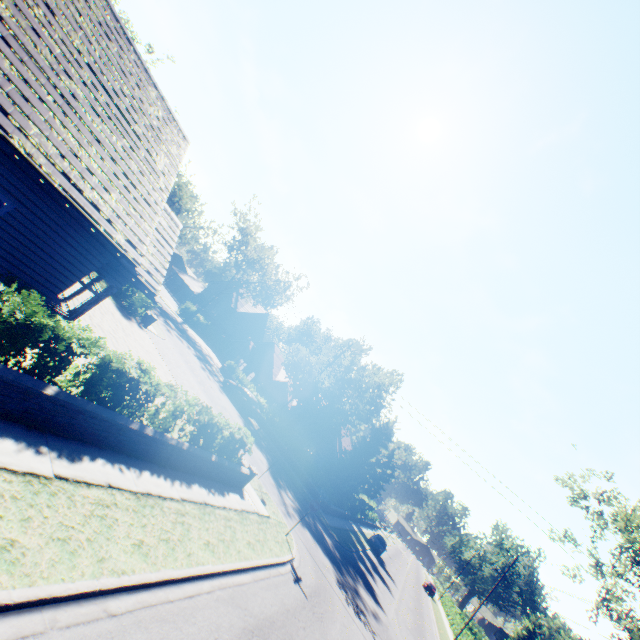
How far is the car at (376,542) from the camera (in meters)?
35.05

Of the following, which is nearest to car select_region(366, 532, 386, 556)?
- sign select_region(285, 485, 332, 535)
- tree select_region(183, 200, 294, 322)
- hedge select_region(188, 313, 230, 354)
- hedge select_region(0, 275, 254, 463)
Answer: tree select_region(183, 200, 294, 322)

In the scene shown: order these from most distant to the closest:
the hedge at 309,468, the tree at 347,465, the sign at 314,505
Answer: the tree at 347,465, the hedge at 309,468, the sign at 314,505

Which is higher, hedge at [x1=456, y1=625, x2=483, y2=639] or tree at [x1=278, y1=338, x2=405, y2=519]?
tree at [x1=278, y1=338, x2=405, y2=519]

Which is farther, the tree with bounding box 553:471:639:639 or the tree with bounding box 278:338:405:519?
the tree with bounding box 278:338:405:519

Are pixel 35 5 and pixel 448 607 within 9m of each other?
no

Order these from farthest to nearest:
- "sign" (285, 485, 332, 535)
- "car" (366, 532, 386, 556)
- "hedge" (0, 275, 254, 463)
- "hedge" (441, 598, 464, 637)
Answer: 1. "hedge" (441, 598, 464, 637)
2. "car" (366, 532, 386, 556)
3. "sign" (285, 485, 332, 535)
4. "hedge" (0, 275, 254, 463)

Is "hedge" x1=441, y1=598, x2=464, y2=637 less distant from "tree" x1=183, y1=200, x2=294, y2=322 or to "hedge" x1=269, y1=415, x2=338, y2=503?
"tree" x1=183, y1=200, x2=294, y2=322
